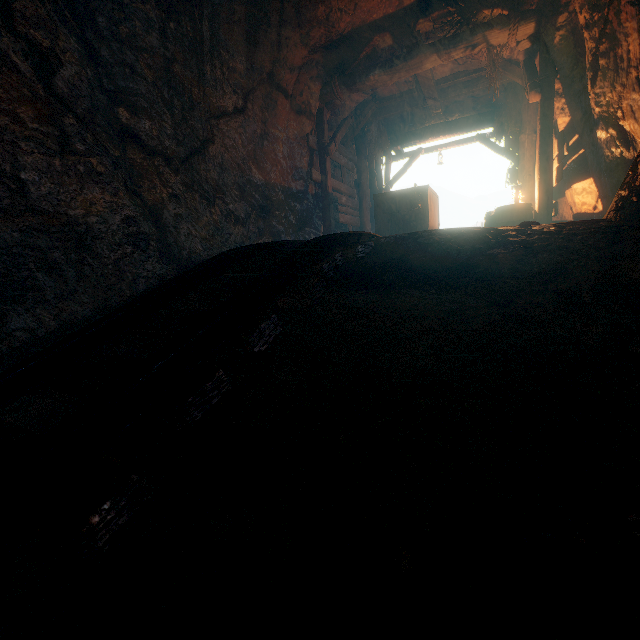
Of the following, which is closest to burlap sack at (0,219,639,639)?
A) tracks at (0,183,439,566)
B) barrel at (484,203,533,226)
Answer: tracks at (0,183,439,566)

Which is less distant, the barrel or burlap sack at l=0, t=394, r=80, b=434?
burlap sack at l=0, t=394, r=80, b=434

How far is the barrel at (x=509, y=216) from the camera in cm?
591

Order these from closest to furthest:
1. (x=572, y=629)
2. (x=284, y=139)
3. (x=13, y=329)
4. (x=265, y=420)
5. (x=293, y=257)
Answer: (x=572, y=629), (x=265, y=420), (x=293, y=257), (x=13, y=329), (x=284, y=139)

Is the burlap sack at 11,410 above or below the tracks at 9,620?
below

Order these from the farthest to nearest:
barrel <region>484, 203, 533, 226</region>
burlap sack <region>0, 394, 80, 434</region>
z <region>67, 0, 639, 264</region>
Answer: barrel <region>484, 203, 533, 226</region> → z <region>67, 0, 639, 264</region> → burlap sack <region>0, 394, 80, 434</region>

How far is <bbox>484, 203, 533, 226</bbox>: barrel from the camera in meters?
5.9

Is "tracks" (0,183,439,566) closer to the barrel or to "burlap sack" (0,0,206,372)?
"burlap sack" (0,0,206,372)
